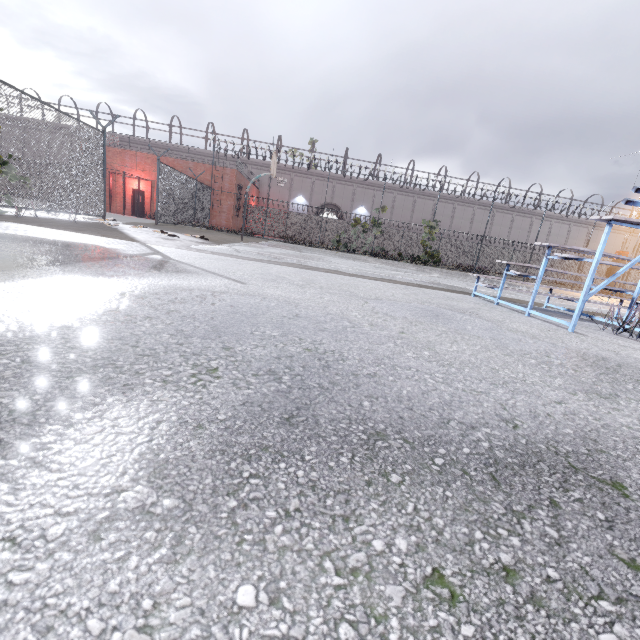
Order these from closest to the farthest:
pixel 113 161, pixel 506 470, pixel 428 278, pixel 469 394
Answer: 1. pixel 506 470
2. pixel 469 394
3. pixel 428 278
4. pixel 113 161

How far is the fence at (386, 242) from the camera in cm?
3216

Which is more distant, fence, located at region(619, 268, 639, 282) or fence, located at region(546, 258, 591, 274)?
fence, located at region(546, 258, 591, 274)

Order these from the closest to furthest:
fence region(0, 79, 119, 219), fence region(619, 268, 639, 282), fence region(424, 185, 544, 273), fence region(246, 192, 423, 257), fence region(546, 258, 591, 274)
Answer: fence region(0, 79, 119, 219) < fence region(424, 185, 544, 273) < fence region(619, 268, 639, 282) < fence region(246, 192, 423, 257) < fence region(546, 258, 591, 274)

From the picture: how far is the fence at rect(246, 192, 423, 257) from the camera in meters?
32.2
